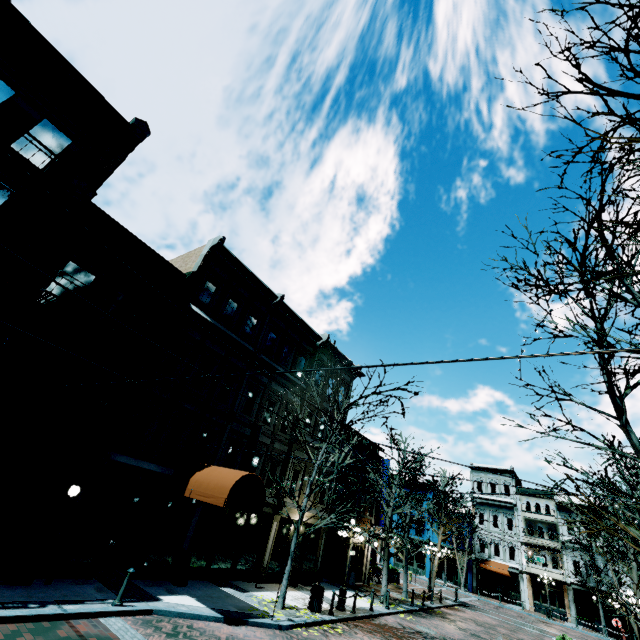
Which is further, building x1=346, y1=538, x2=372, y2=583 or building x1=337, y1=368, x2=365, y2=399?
building x1=337, y1=368, x2=365, y2=399

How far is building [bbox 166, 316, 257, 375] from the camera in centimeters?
1470cm

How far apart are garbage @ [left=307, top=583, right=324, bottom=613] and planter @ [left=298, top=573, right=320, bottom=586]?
4.63m

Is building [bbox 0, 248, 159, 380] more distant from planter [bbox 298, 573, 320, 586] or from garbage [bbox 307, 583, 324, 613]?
garbage [bbox 307, 583, 324, 613]

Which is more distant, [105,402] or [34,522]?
[105,402]

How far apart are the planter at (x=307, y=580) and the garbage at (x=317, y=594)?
4.6m

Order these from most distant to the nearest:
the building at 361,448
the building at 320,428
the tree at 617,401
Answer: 1. the building at 361,448
2. the building at 320,428
3. the tree at 617,401

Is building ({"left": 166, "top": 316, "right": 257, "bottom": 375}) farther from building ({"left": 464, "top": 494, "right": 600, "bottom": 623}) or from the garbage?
building ({"left": 464, "top": 494, "right": 600, "bottom": 623})
